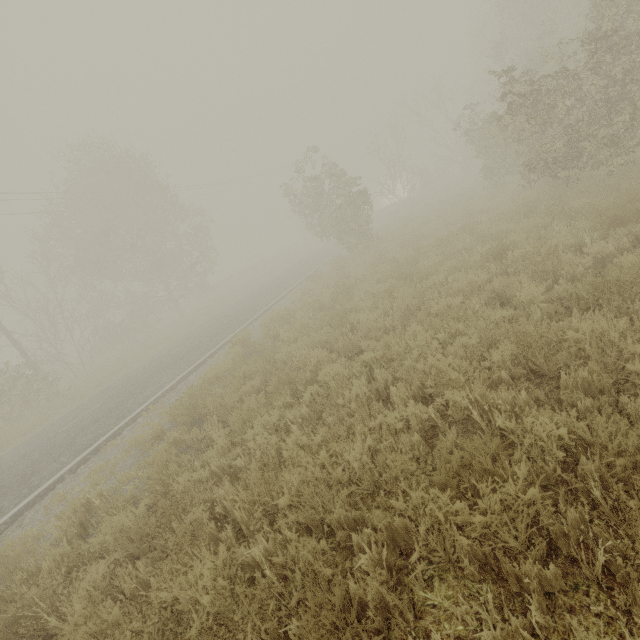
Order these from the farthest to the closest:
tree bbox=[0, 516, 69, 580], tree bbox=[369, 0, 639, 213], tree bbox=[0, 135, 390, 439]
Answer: tree bbox=[0, 135, 390, 439] < tree bbox=[369, 0, 639, 213] < tree bbox=[0, 516, 69, 580]

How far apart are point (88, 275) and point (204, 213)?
10.4m

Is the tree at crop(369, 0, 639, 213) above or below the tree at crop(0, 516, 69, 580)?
above

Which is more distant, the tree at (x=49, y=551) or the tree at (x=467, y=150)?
the tree at (x=467, y=150)

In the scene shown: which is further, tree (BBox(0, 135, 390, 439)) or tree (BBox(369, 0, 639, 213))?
tree (BBox(0, 135, 390, 439))
